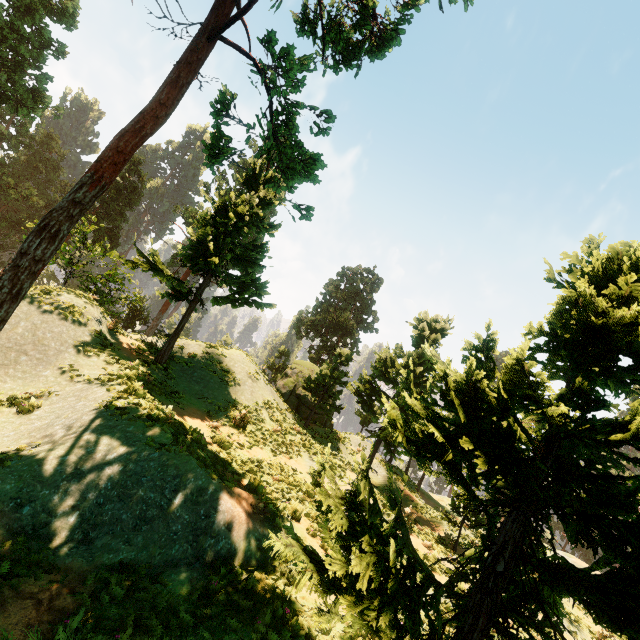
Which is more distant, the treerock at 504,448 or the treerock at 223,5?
the treerock at 223,5

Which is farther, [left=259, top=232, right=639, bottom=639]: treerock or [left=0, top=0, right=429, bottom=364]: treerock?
[left=0, top=0, right=429, bottom=364]: treerock

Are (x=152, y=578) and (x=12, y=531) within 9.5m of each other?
yes
